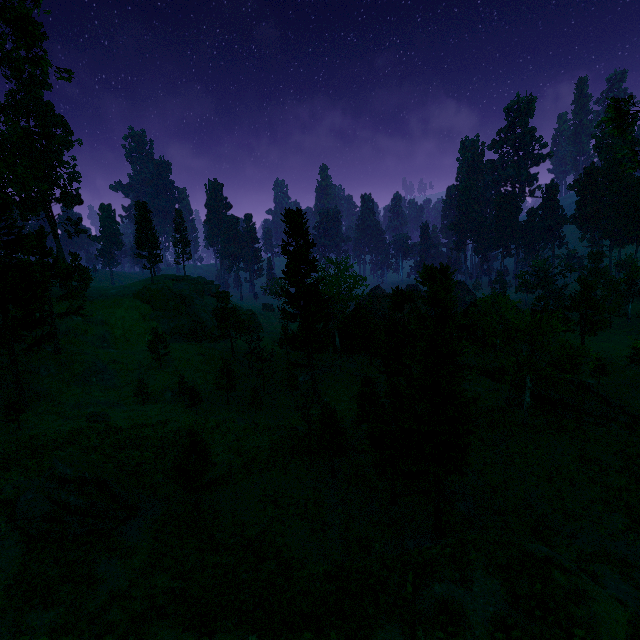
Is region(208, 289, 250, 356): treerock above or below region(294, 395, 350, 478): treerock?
above

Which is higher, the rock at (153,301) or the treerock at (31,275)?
the treerock at (31,275)

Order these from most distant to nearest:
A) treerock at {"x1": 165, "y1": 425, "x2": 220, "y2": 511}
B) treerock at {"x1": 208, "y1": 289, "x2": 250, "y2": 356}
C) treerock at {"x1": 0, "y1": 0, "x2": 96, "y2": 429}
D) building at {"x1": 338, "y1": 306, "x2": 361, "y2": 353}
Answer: building at {"x1": 338, "y1": 306, "x2": 361, "y2": 353}
treerock at {"x1": 208, "y1": 289, "x2": 250, "y2": 356}
treerock at {"x1": 0, "y1": 0, "x2": 96, "y2": 429}
treerock at {"x1": 165, "y1": 425, "x2": 220, "y2": 511}

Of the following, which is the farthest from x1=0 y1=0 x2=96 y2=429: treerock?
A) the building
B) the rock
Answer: the rock

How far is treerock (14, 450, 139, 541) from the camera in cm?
1741

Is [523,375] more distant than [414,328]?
Yes

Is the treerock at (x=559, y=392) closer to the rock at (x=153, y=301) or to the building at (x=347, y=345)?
the building at (x=347, y=345)
